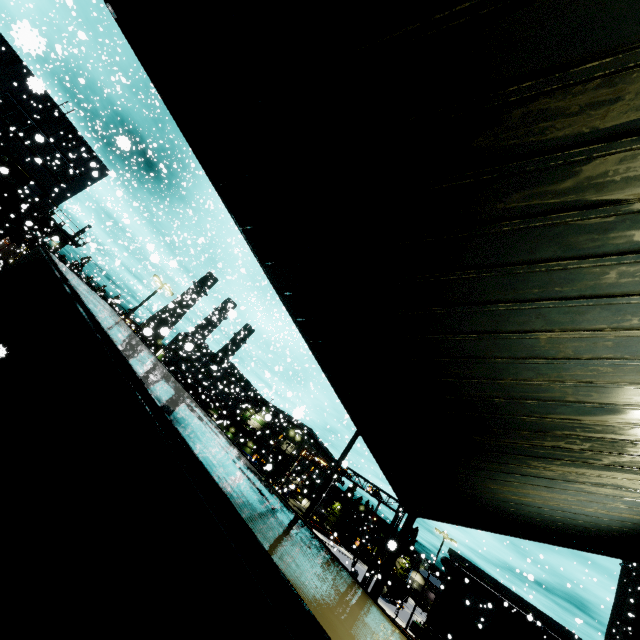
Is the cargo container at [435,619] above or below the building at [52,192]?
below

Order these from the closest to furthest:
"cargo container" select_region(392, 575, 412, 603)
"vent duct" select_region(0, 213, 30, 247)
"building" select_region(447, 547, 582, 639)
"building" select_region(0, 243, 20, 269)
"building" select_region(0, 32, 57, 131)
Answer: "building" select_region(0, 32, 57, 131) → "vent duct" select_region(0, 213, 30, 247) → "building" select_region(447, 547, 582, 639) → "building" select_region(0, 243, 20, 269) → "cargo container" select_region(392, 575, 412, 603)

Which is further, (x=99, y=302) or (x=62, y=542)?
(x=99, y=302)

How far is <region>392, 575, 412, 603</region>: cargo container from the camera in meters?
46.3

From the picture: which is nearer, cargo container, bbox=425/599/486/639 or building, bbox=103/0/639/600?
building, bbox=103/0/639/600

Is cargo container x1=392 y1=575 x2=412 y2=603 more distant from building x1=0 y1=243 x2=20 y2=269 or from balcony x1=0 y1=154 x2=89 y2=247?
balcony x1=0 y1=154 x2=89 y2=247

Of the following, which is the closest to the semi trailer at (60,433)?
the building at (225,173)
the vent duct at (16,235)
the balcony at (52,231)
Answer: the building at (225,173)

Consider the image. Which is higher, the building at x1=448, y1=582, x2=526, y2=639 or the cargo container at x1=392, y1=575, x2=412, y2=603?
the building at x1=448, y1=582, x2=526, y2=639
